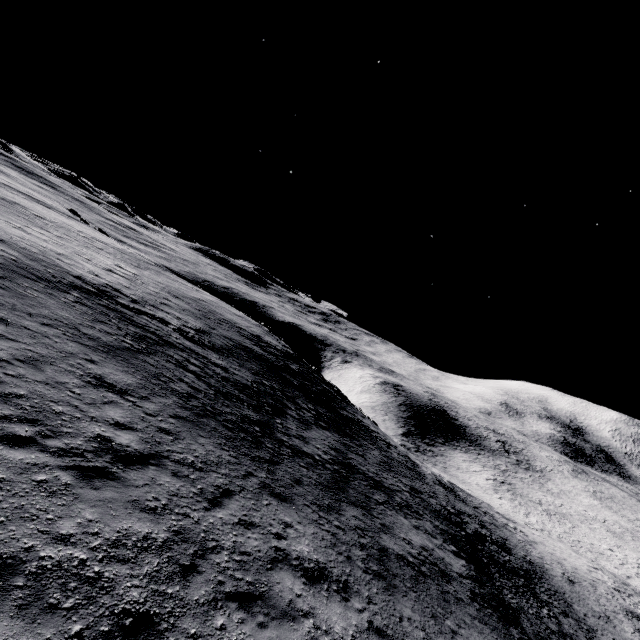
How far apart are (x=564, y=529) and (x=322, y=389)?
54.8m
